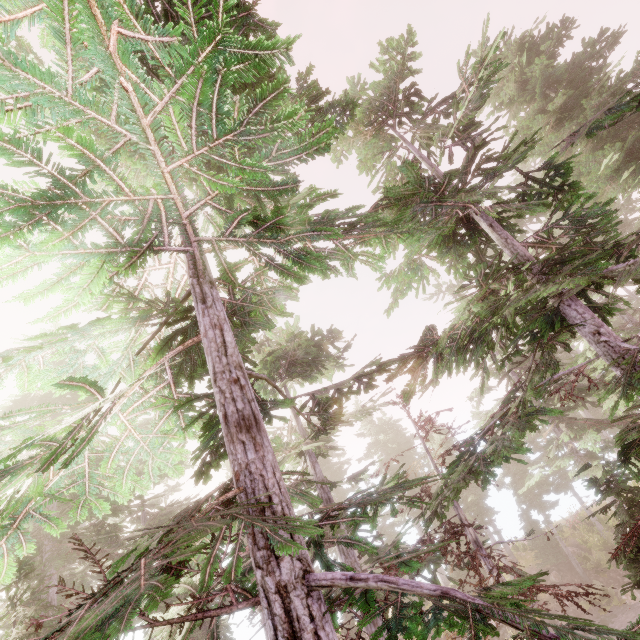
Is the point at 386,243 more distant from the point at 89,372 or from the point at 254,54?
the point at 89,372
